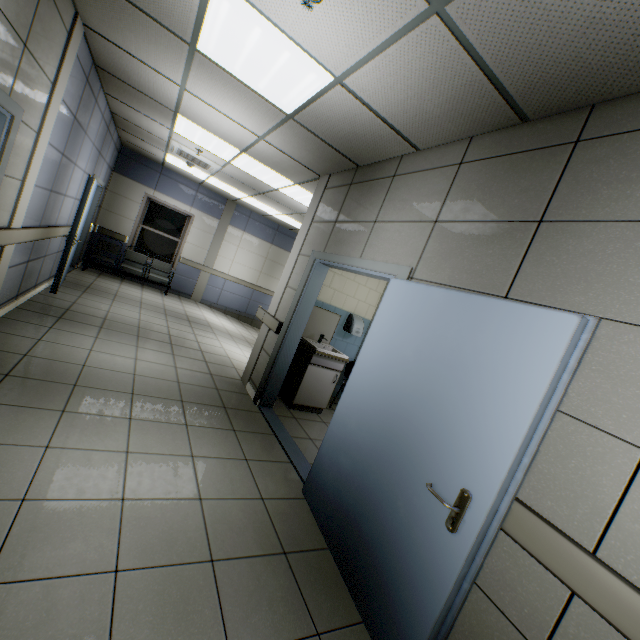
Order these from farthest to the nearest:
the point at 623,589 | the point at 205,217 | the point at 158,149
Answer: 1. the point at 205,217
2. the point at 158,149
3. the point at 623,589

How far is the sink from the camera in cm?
455

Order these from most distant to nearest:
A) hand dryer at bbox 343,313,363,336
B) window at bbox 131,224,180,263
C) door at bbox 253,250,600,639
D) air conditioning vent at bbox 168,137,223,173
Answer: window at bbox 131,224,180,263, air conditioning vent at bbox 168,137,223,173, hand dryer at bbox 343,313,363,336, door at bbox 253,250,600,639

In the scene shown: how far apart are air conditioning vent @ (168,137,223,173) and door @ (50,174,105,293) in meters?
1.5 m

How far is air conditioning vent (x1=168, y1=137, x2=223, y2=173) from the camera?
5.97m

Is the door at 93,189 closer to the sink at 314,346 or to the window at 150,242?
the window at 150,242

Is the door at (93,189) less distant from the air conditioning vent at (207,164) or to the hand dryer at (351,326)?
the air conditioning vent at (207,164)

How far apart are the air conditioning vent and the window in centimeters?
307cm
